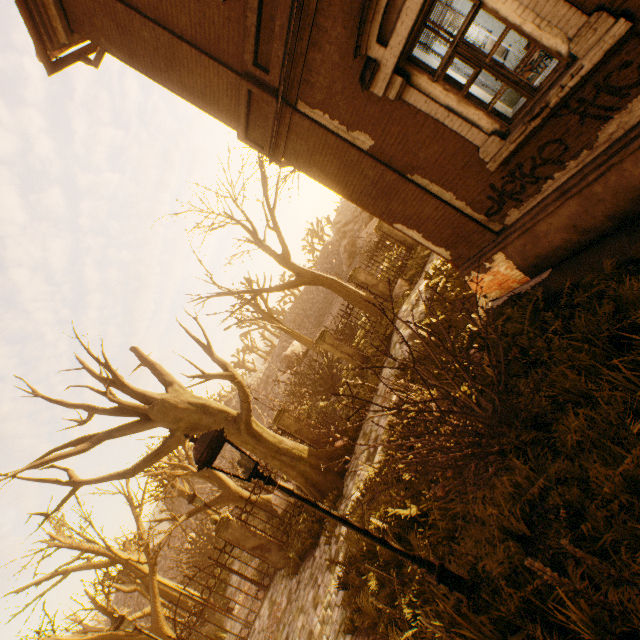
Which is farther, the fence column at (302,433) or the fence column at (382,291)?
the fence column at (382,291)

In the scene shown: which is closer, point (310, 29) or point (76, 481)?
point (310, 29)

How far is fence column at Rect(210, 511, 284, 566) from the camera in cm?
1065

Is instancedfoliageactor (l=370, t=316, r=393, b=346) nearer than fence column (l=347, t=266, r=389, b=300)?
Yes

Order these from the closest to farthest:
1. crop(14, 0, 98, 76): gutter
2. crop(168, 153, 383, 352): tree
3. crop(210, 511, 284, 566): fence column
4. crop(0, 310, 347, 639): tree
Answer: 1. crop(14, 0, 98, 76): gutter
2. crop(0, 310, 347, 639): tree
3. crop(210, 511, 284, 566): fence column
4. crop(168, 153, 383, 352): tree

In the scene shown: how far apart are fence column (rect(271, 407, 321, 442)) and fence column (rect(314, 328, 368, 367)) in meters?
3.2 m

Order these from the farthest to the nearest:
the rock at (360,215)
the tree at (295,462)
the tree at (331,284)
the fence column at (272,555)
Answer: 1. the rock at (360,215)
2. the tree at (331,284)
3. the fence column at (272,555)
4. the tree at (295,462)

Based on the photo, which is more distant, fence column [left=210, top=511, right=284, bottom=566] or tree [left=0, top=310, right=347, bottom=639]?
fence column [left=210, top=511, right=284, bottom=566]
